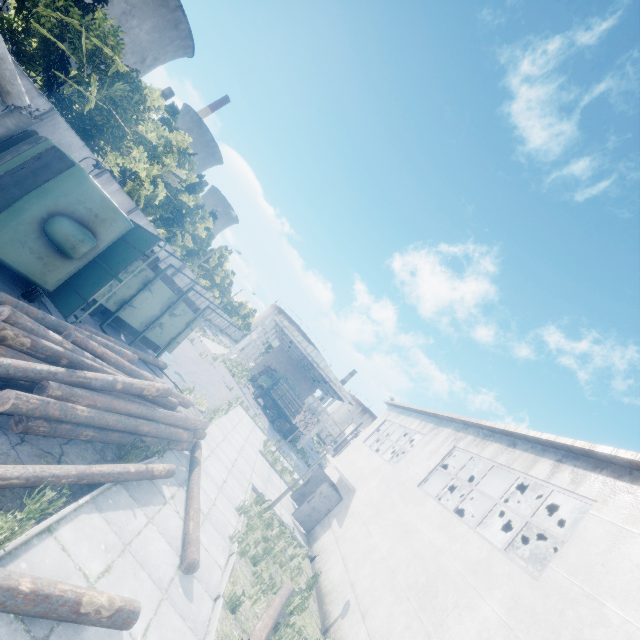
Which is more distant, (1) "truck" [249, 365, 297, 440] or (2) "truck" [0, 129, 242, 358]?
(1) "truck" [249, 365, 297, 440]

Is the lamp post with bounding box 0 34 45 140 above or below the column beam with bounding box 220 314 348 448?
below

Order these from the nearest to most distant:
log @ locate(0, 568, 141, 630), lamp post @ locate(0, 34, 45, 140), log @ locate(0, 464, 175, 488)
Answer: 1. log @ locate(0, 568, 141, 630)
2. log @ locate(0, 464, 175, 488)
3. lamp post @ locate(0, 34, 45, 140)

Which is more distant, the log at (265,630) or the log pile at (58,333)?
the log at (265,630)

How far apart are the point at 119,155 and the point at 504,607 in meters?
18.6

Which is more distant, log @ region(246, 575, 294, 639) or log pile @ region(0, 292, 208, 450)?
log @ region(246, 575, 294, 639)

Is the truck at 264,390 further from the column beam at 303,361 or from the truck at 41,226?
the truck at 41,226

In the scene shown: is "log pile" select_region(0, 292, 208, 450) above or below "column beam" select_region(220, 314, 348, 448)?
below
